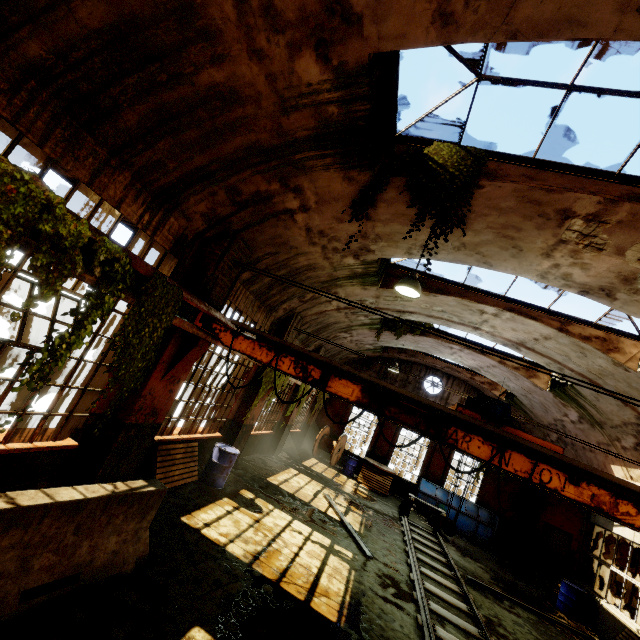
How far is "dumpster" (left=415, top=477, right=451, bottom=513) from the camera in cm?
1620

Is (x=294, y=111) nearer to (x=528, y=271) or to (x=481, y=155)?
(x=481, y=155)

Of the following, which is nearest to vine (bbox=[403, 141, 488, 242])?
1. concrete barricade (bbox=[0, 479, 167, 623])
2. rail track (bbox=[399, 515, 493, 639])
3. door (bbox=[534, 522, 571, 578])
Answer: concrete barricade (bbox=[0, 479, 167, 623])

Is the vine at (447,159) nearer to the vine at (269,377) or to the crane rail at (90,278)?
the vine at (269,377)

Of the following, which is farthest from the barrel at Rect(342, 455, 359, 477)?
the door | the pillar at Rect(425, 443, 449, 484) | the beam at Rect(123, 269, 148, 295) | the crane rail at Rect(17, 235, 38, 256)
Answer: the crane rail at Rect(17, 235, 38, 256)

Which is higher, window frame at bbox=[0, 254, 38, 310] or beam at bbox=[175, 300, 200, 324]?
beam at bbox=[175, 300, 200, 324]

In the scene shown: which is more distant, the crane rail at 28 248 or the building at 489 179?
the building at 489 179

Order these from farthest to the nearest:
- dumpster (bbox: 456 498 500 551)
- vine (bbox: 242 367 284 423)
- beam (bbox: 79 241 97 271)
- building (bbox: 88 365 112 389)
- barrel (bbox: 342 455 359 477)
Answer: barrel (bbox: 342 455 359 477) → dumpster (bbox: 456 498 500 551) → vine (bbox: 242 367 284 423) → building (bbox: 88 365 112 389) → beam (bbox: 79 241 97 271)
